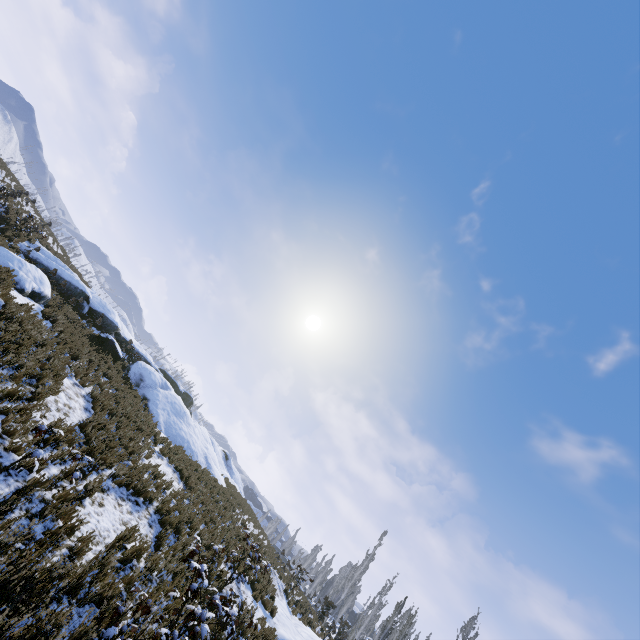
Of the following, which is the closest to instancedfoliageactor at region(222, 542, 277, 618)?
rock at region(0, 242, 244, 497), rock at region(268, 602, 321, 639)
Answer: rock at region(268, 602, 321, 639)

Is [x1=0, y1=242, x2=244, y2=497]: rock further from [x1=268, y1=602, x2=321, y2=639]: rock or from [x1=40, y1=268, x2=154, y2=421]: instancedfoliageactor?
[x1=40, y1=268, x2=154, y2=421]: instancedfoliageactor

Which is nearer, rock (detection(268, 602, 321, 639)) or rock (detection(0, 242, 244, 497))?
rock (detection(268, 602, 321, 639))

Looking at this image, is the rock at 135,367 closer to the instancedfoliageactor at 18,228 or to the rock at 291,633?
the rock at 291,633

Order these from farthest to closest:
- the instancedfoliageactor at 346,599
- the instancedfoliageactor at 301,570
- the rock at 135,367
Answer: the instancedfoliageactor at 346,599 → the instancedfoliageactor at 301,570 → the rock at 135,367

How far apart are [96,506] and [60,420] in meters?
2.4

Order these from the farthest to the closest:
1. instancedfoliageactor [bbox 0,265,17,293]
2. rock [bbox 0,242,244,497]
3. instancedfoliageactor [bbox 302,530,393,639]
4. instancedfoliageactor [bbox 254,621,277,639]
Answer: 1. instancedfoliageactor [bbox 302,530,393,639]
2. rock [bbox 0,242,244,497]
3. instancedfoliageactor [bbox 0,265,17,293]
4. instancedfoliageactor [bbox 254,621,277,639]

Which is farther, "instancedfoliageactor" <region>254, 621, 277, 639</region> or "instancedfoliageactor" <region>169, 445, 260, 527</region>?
"instancedfoliageactor" <region>169, 445, 260, 527</region>
